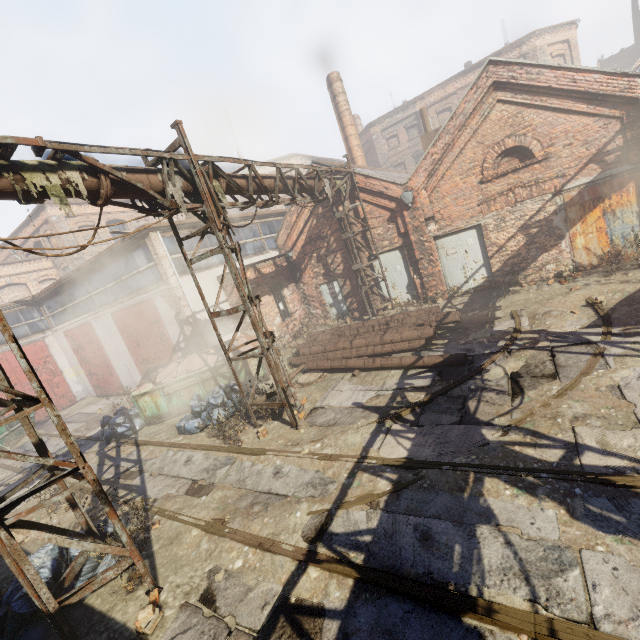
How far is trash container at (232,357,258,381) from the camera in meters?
11.1

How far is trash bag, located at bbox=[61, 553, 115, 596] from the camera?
4.8 meters

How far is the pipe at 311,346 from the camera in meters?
8.8

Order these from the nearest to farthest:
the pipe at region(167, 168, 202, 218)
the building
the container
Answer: the pipe at region(167, 168, 202, 218) < the container < the building

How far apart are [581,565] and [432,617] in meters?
1.6 m

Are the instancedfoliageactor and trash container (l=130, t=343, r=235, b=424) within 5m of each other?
no

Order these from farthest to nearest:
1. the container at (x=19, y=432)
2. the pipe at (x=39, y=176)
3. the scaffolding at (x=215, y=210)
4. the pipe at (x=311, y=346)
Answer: the container at (x=19, y=432) < the pipe at (x=311, y=346) < the scaffolding at (x=215, y=210) < the pipe at (x=39, y=176)
